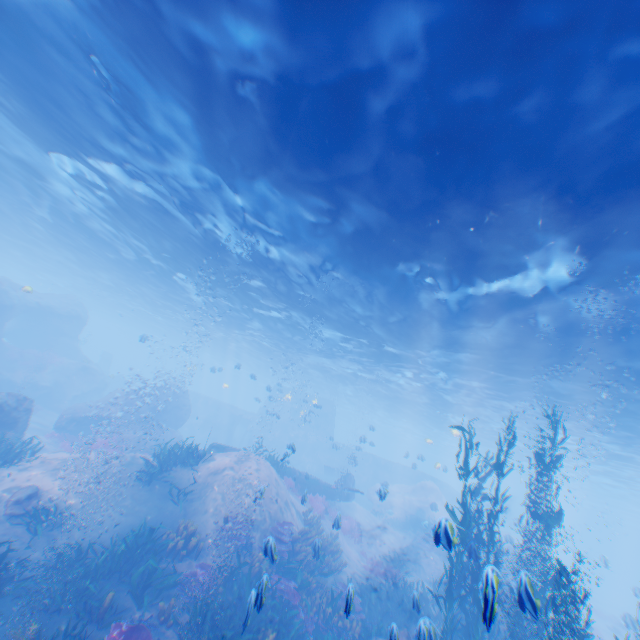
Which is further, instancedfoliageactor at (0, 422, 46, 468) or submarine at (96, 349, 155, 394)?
submarine at (96, 349, 155, 394)

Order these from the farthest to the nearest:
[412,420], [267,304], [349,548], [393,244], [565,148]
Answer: [412,420], [267,304], [349,548], [393,244], [565,148]

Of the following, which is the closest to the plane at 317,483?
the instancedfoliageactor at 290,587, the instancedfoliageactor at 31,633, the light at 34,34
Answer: the instancedfoliageactor at 290,587

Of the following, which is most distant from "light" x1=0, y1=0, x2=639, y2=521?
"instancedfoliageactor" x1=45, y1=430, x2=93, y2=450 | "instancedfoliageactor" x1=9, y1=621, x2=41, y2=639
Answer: "instancedfoliageactor" x1=9, y1=621, x2=41, y2=639

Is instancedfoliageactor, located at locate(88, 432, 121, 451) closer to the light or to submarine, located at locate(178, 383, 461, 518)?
submarine, located at locate(178, 383, 461, 518)

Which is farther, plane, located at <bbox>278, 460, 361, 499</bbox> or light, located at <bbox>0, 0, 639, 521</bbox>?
plane, located at <bbox>278, 460, 361, 499</bbox>

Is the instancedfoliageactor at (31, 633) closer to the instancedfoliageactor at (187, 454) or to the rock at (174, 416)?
the instancedfoliageactor at (187, 454)

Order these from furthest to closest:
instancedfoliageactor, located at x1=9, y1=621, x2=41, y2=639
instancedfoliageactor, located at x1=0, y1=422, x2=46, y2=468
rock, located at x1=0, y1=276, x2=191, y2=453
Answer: rock, located at x1=0, y1=276, x2=191, y2=453 → instancedfoliageactor, located at x1=0, y1=422, x2=46, y2=468 → instancedfoliageactor, located at x1=9, y1=621, x2=41, y2=639
